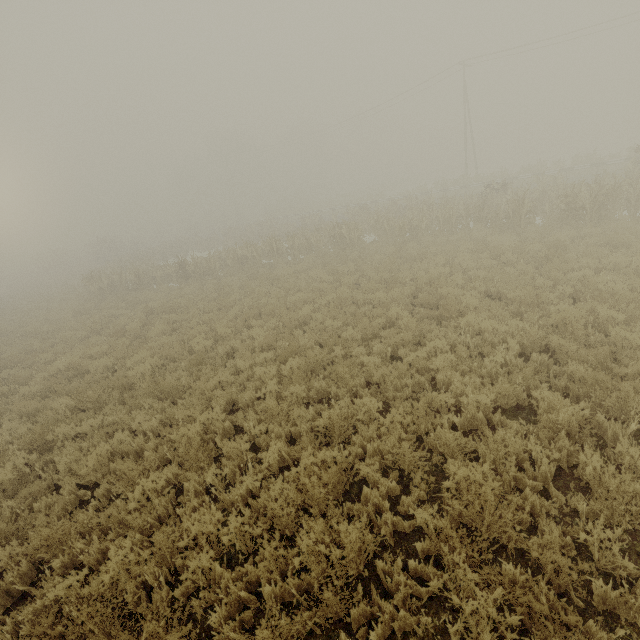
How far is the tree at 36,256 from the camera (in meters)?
46.56

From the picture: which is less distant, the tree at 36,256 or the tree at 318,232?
the tree at 318,232

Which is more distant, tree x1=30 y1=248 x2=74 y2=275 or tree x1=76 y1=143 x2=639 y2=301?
tree x1=30 y1=248 x2=74 y2=275

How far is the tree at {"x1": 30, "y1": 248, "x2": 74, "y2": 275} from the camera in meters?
46.6

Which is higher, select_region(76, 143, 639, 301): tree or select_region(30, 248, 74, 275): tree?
select_region(30, 248, 74, 275): tree

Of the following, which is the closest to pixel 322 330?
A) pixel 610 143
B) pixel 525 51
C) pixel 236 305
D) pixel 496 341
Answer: pixel 496 341
